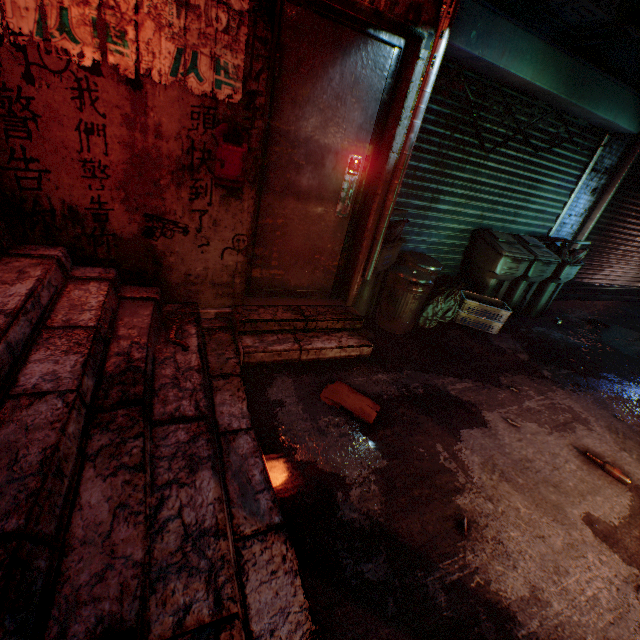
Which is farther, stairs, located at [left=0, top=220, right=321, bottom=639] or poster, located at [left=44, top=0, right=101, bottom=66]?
poster, located at [left=44, top=0, right=101, bottom=66]

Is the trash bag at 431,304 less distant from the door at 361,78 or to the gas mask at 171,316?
the door at 361,78

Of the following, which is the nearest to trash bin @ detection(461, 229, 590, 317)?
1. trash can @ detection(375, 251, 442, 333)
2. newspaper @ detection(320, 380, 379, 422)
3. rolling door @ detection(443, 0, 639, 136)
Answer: rolling door @ detection(443, 0, 639, 136)

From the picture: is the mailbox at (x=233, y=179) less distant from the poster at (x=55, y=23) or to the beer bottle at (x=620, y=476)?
the poster at (x=55, y=23)

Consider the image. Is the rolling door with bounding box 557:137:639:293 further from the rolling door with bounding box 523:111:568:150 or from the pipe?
the pipe

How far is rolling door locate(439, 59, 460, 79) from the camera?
3.02m

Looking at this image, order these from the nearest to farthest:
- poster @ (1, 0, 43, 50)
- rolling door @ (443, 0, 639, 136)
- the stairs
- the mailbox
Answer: the stairs < poster @ (1, 0, 43, 50) < the mailbox < rolling door @ (443, 0, 639, 136)

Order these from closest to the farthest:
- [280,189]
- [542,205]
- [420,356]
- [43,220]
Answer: [43,220] → [280,189] → [420,356] → [542,205]
